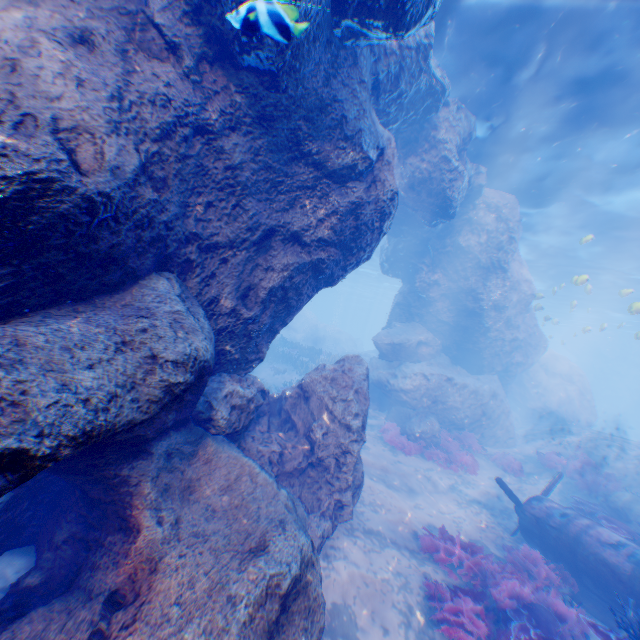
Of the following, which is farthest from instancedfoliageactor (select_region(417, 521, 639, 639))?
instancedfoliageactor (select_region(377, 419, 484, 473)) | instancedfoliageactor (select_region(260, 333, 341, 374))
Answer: instancedfoliageactor (select_region(260, 333, 341, 374))

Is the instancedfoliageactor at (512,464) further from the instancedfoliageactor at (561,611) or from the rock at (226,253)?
the instancedfoliageactor at (561,611)

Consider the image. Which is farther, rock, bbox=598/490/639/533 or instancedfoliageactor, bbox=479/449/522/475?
instancedfoliageactor, bbox=479/449/522/475

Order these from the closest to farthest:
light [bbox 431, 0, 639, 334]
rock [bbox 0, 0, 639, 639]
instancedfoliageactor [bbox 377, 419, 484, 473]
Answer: rock [bbox 0, 0, 639, 639] → light [bbox 431, 0, 639, 334] → instancedfoliageactor [bbox 377, 419, 484, 473]

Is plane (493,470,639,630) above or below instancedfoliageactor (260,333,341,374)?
below

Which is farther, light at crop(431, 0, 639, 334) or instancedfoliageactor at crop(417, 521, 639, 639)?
light at crop(431, 0, 639, 334)

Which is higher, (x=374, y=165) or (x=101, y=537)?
(x=374, y=165)

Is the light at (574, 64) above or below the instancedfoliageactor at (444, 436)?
above
